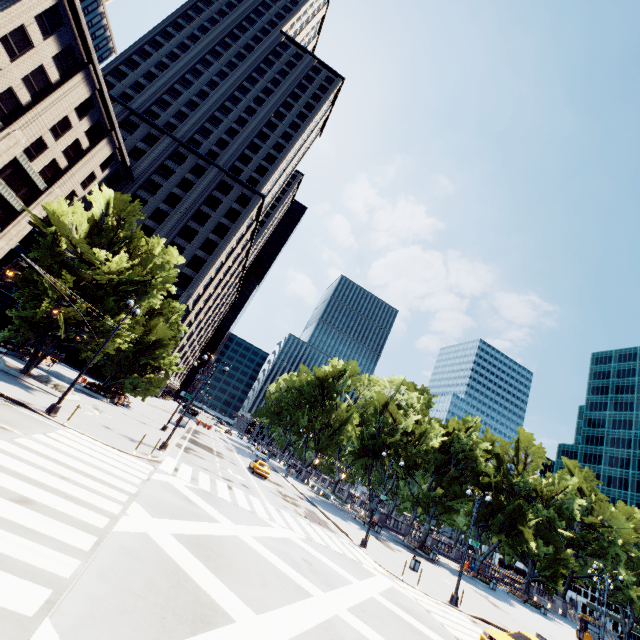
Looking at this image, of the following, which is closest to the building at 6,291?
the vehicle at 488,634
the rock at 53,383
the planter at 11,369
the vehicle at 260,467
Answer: the planter at 11,369

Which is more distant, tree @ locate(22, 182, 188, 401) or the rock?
the rock

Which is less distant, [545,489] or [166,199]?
[545,489]

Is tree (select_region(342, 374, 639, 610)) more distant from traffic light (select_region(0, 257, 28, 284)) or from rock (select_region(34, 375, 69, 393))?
traffic light (select_region(0, 257, 28, 284))

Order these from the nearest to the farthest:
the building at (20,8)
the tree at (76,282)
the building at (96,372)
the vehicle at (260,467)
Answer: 1. the tree at (76,282)
2. the building at (20,8)
3. the vehicle at (260,467)
4. the building at (96,372)

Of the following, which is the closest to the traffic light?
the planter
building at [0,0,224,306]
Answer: the planter

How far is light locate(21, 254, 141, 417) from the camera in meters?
10.6 m
